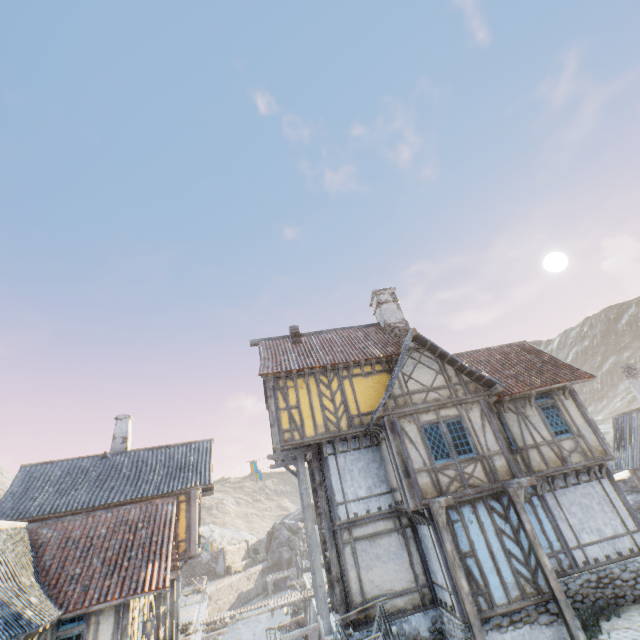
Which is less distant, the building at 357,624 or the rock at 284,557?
the building at 357,624

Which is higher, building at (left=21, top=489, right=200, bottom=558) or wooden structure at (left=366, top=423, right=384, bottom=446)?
wooden structure at (left=366, top=423, right=384, bottom=446)

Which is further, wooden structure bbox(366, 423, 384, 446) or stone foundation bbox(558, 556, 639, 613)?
wooden structure bbox(366, 423, 384, 446)

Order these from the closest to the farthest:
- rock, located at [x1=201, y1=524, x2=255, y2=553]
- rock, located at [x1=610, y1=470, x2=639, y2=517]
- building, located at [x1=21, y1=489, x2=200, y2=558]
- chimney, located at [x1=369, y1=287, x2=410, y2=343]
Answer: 1. building, located at [x1=21, y1=489, x2=200, y2=558]
2. chimney, located at [x1=369, y1=287, x2=410, y2=343]
3. rock, located at [x1=610, y1=470, x2=639, y2=517]
4. rock, located at [x1=201, y1=524, x2=255, y2=553]

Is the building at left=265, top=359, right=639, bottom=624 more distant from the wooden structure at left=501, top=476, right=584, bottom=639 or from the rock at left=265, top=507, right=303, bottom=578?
the rock at left=265, top=507, right=303, bottom=578

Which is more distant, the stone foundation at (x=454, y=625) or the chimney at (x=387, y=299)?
the chimney at (x=387, y=299)

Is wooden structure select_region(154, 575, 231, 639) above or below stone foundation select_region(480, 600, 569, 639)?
above

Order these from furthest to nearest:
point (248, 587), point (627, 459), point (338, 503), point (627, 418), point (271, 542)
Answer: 1. point (271, 542)
2. point (248, 587)
3. point (627, 418)
4. point (627, 459)
5. point (338, 503)
